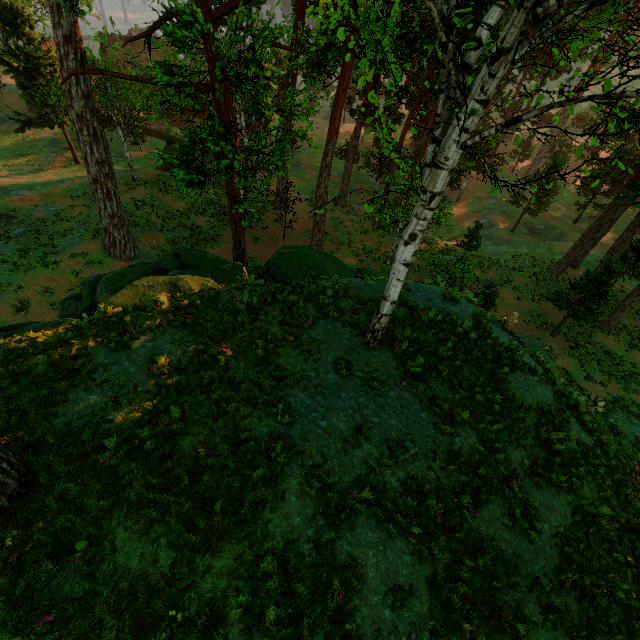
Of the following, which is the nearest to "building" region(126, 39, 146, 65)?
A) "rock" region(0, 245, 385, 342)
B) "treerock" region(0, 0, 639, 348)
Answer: "treerock" region(0, 0, 639, 348)

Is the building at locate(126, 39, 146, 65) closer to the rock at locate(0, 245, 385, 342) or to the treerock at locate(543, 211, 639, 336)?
the treerock at locate(543, 211, 639, 336)

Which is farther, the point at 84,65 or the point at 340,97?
the point at 340,97

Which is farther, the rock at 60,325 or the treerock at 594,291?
the treerock at 594,291

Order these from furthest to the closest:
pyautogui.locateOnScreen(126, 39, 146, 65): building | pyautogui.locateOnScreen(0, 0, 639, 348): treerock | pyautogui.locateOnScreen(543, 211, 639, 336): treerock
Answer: pyautogui.locateOnScreen(126, 39, 146, 65): building → pyautogui.locateOnScreen(543, 211, 639, 336): treerock → pyautogui.locateOnScreen(0, 0, 639, 348): treerock

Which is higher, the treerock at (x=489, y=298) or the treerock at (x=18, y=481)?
the treerock at (x=18, y=481)

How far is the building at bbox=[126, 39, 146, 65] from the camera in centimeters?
5878cm

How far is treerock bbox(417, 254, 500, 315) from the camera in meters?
18.8 m
